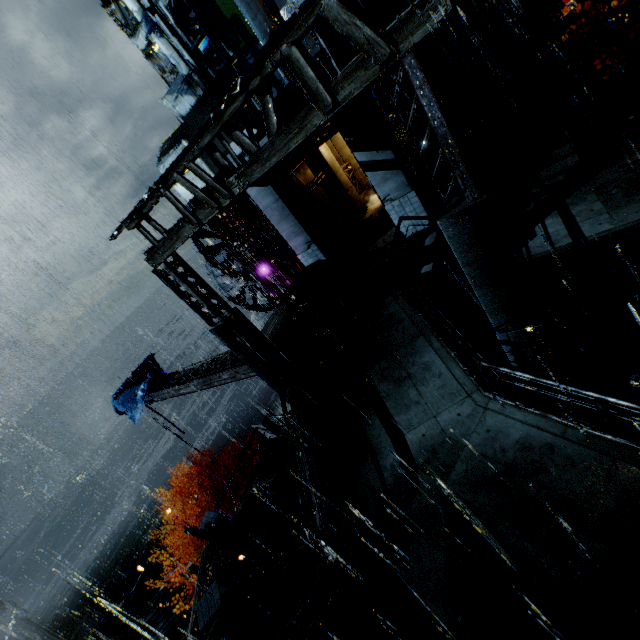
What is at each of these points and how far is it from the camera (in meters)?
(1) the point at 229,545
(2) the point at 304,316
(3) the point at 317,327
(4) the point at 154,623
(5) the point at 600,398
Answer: (1) sm, 12.04
(2) trash can, 12.50
(3) trash can lid, 12.52
(4) building, 19.97
(5) railing, 5.39

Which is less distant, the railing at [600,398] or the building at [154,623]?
the railing at [600,398]

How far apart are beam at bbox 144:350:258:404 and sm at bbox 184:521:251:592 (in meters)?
5.10

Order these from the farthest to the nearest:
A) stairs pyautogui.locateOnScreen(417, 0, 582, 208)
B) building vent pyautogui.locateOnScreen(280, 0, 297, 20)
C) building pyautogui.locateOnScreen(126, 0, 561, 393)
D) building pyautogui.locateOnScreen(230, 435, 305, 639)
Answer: building vent pyautogui.locateOnScreen(280, 0, 297, 20), stairs pyautogui.locateOnScreen(417, 0, 582, 208), building pyautogui.locateOnScreen(230, 435, 305, 639), building pyautogui.locateOnScreen(126, 0, 561, 393)

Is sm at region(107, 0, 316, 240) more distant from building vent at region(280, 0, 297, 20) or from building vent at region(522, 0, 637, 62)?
building vent at region(280, 0, 297, 20)

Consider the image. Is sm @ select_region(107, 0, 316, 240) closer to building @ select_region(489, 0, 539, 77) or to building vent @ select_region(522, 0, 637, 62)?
building @ select_region(489, 0, 539, 77)

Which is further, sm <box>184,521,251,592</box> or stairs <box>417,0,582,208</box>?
stairs <box>417,0,582,208</box>

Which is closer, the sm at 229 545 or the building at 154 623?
the sm at 229 545
